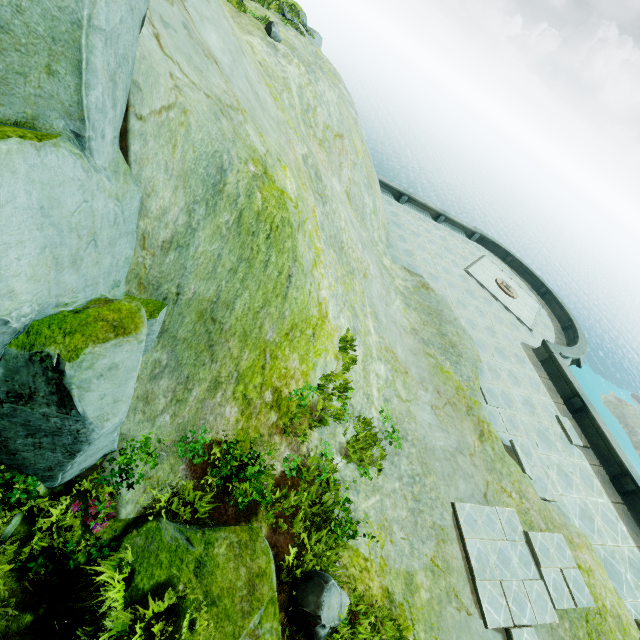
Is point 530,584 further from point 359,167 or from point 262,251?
point 359,167

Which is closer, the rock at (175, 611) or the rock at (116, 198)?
the rock at (116, 198)

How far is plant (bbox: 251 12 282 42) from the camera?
11.1m

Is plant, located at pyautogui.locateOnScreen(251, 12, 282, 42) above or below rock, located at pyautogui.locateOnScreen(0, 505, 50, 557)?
above

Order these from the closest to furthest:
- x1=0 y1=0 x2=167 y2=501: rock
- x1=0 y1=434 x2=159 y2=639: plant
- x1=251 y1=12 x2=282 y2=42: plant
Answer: x1=0 y1=0 x2=167 y2=501: rock < x1=0 y1=434 x2=159 y2=639: plant < x1=251 y1=12 x2=282 y2=42: plant

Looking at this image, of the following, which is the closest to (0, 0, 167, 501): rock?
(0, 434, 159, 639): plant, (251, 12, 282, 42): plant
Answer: (0, 434, 159, 639): plant

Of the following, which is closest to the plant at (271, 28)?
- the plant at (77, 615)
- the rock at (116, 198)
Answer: the rock at (116, 198)
